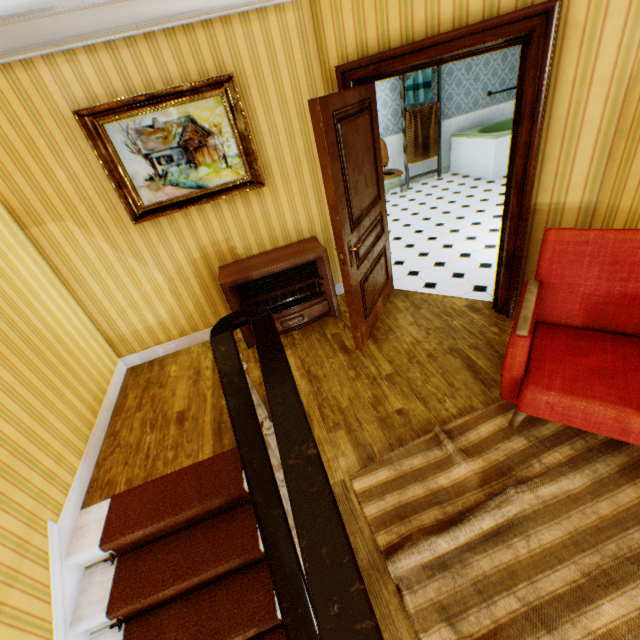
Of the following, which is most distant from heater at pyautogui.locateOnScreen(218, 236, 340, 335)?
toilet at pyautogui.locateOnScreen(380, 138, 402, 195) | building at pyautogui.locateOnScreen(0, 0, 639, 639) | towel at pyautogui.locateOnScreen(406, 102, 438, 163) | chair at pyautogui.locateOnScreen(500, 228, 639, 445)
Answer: towel at pyautogui.locateOnScreen(406, 102, 438, 163)

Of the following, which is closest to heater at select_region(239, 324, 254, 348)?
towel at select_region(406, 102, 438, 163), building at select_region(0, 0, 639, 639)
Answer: building at select_region(0, 0, 639, 639)

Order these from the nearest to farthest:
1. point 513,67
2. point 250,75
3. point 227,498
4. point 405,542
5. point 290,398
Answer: point 290,398 < point 405,542 < point 227,498 < point 250,75 < point 513,67

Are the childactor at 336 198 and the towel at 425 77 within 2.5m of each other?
no

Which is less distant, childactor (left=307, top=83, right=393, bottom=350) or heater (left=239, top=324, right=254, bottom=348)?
childactor (left=307, top=83, right=393, bottom=350)

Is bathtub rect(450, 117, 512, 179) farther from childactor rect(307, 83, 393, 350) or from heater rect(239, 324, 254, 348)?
heater rect(239, 324, 254, 348)

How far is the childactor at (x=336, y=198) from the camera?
2.4 meters

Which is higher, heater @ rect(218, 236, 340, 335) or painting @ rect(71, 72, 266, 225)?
painting @ rect(71, 72, 266, 225)
